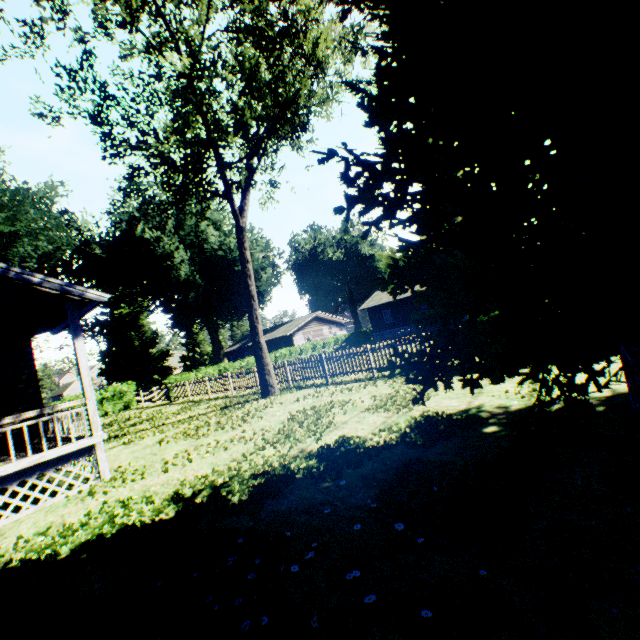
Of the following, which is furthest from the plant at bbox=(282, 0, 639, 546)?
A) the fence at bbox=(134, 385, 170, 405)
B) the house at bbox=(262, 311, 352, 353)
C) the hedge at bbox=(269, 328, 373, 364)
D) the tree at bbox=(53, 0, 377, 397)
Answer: the house at bbox=(262, 311, 352, 353)

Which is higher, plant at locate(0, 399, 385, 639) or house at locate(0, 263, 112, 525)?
house at locate(0, 263, 112, 525)

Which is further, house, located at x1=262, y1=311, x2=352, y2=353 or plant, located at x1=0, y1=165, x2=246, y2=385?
house, located at x1=262, y1=311, x2=352, y2=353

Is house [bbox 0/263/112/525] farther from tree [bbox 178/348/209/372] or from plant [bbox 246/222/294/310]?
tree [bbox 178/348/209/372]

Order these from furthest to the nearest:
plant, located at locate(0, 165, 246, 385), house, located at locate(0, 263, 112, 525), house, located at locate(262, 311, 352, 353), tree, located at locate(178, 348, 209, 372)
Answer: tree, located at locate(178, 348, 209, 372), house, located at locate(262, 311, 352, 353), plant, located at locate(0, 165, 246, 385), house, located at locate(0, 263, 112, 525)

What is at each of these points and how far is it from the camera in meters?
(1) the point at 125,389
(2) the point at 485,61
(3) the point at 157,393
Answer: (1) hedge, 27.7
(2) plant, 2.8
(3) fence, 25.8

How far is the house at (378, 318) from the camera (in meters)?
38.56

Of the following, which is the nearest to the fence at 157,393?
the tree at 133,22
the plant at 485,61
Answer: the plant at 485,61
